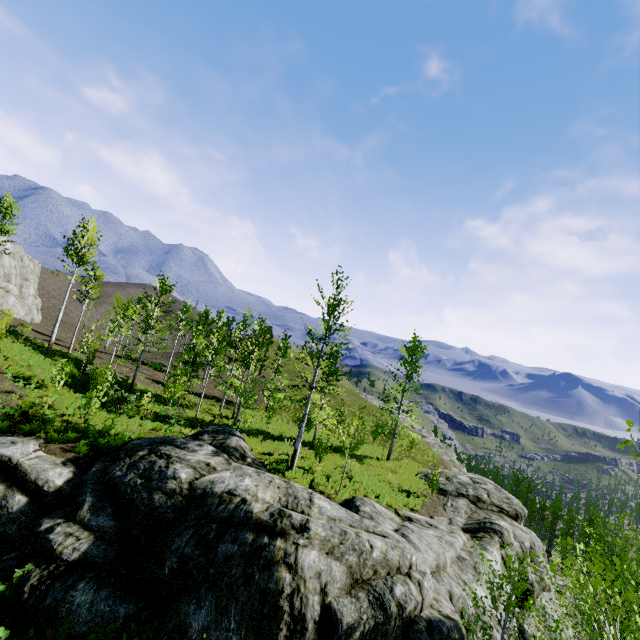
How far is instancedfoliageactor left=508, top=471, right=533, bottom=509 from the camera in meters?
50.7

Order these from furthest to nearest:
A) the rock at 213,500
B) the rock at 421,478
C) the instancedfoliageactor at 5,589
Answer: the rock at 421,478 → the instancedfoliageactor at 5,589 → the rock at 213,500

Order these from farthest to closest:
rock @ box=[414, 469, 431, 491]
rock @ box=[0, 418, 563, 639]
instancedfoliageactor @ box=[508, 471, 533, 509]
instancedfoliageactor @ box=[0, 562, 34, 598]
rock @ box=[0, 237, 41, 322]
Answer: instancedfoliageactor @ box=[508, 471, 533, 509]
rock @ box=[0, 237, 41, 322]
rock @ box=[414, 469, 431, 491]
instancedfoliageactor @ box=[0, 562, 34, 598]
rock @ box=[0, 418, 563, 639]

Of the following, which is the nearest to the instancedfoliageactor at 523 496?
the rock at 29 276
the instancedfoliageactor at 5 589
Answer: the rock at 29 276

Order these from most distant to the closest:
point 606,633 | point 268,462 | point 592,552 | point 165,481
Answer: point 268,462 < point 165,481 < point 592,552 < point 606,633

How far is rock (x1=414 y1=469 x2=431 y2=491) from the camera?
24.0 meters

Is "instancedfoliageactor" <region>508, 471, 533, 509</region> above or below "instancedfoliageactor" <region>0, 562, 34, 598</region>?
below

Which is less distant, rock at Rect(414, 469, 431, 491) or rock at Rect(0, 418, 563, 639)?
rock at Rect(0, 418, 563, 639)
